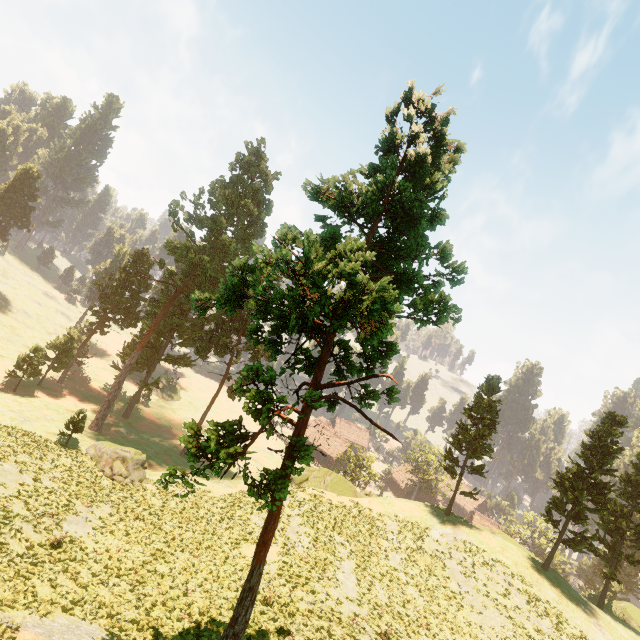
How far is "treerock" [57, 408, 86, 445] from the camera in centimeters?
3009cm

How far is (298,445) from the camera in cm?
956

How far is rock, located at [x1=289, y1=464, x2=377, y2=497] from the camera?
35.19m

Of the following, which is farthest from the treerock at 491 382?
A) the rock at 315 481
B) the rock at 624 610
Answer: the rock at 315 481

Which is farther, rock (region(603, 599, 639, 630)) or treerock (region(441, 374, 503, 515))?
treerock (region(441, 374, 503, 515))

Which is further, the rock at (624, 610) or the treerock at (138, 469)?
the rock at (624, 610)

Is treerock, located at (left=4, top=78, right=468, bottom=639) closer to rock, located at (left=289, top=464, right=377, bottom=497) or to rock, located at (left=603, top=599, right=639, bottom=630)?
rock, located at (left=603, top=599, right=639, bottom=630)
